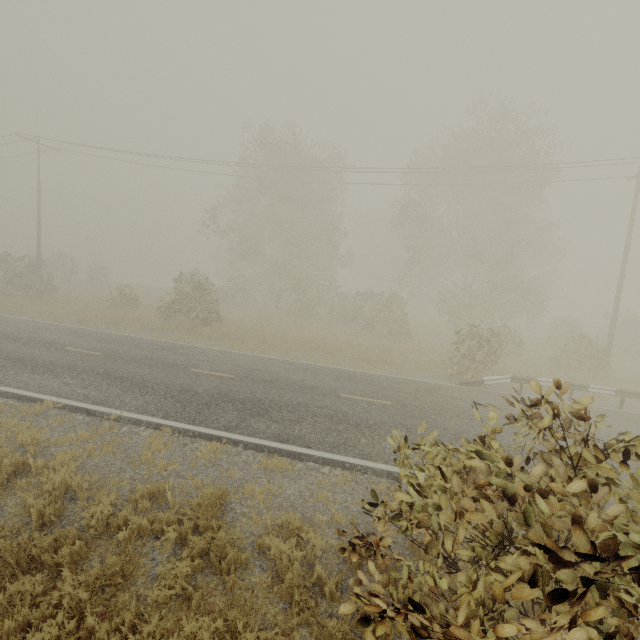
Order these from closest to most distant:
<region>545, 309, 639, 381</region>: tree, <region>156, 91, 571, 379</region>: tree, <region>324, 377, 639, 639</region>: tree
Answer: <region>324, 377, 639, 639</region>: tree, <region>545, 309, 639, 381</region>: tree, <region>156, 91, 571, 379</region>: tree

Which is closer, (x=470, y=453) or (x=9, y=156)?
(x=470, y=453)

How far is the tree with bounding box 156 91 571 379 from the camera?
21.5 meters

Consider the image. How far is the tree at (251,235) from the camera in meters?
21.5

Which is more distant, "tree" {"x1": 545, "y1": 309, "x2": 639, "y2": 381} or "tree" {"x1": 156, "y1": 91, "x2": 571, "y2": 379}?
"tree" {"x1": 156, "y1": 91, "x2": 571, "y2": 379}

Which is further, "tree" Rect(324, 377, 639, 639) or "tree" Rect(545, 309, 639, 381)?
"tree" Rect(545, 309, 639, 381)

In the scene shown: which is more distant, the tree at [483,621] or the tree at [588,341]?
the tree at [588,341]
